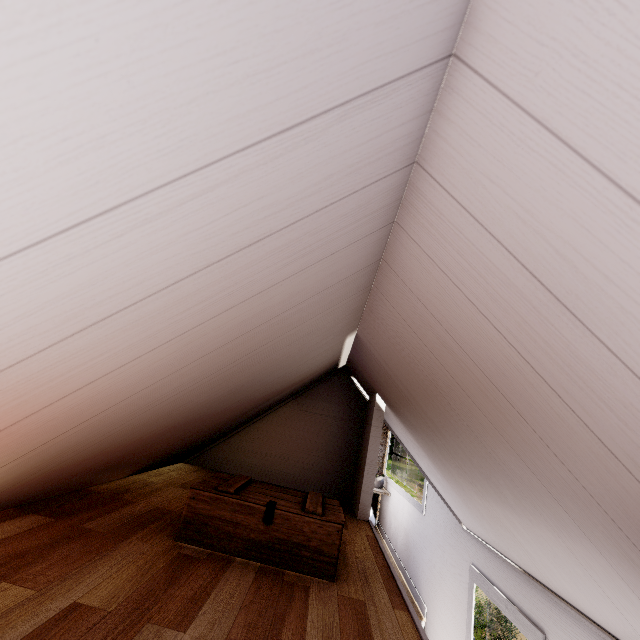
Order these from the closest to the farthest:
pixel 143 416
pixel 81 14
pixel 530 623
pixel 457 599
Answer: pixel 81 14 → pixel 143 416 → pixel 530 623 → pixel 457 599

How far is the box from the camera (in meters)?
1.44

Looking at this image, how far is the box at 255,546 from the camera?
1.4m
